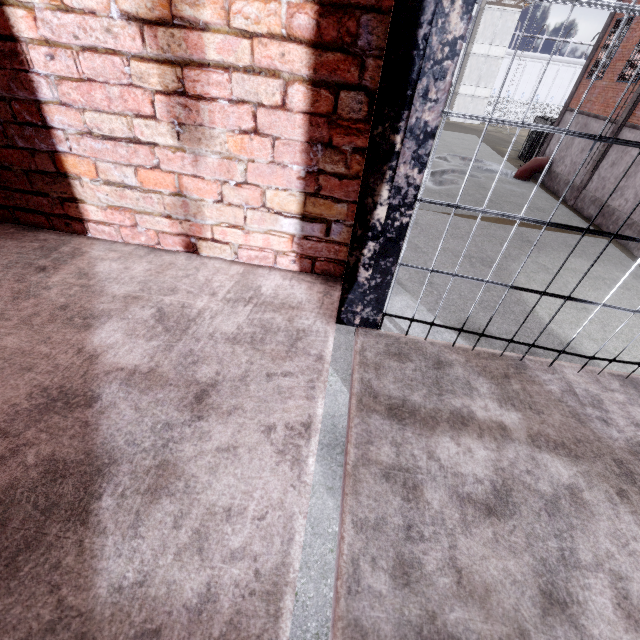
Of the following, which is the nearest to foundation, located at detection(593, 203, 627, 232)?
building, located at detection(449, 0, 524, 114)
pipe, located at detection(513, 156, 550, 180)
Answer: pipe, located at detection(513, 156, 550, 180)

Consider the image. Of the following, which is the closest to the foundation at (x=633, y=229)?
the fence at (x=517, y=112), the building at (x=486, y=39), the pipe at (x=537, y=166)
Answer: the pipe at (x=537, y=166)

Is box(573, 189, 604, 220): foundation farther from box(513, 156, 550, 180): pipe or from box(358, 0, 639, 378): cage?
box(358, 0, 639, 378): cage

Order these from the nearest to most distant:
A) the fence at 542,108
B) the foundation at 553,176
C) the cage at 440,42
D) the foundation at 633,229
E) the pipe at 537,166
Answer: the cage at 440,42, the foundation at 633,229, the foundation at 553,176, the pipe at 537,166, the fence at 542,108

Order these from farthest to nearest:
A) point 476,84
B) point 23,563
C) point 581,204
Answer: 1. point 476,84
2. point 581,204
3. point 23,563

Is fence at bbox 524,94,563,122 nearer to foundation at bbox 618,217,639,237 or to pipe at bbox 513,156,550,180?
foundation at bbox 618,217,639,237

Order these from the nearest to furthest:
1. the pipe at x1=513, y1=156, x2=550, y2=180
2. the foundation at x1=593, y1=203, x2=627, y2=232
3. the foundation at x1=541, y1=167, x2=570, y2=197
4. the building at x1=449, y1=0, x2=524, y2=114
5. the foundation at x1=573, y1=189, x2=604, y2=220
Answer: the foundation at x1=593, y1=203, x2=627, y2=232
the foundation at x1=573, y1=189, x2=604, y2=220
the foundation at x1=541, y1=167, x2=570, y2=197
the pipe at x1=513, y1=156, x2=550, y2=180
the building at x1=449, y1=0, x2=524, y2=114

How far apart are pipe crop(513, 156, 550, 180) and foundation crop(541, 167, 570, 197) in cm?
5
